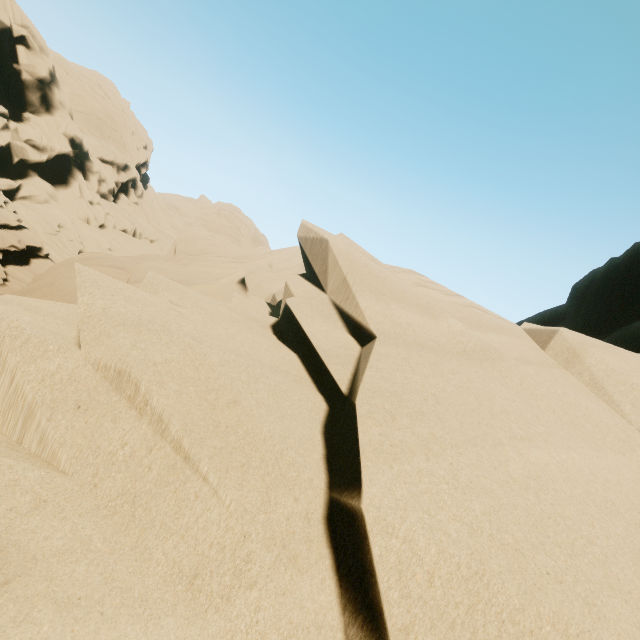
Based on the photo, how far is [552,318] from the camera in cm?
1753
